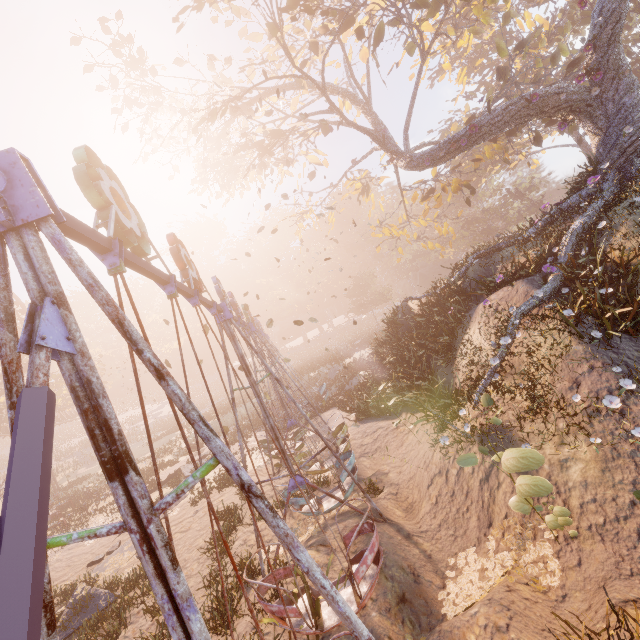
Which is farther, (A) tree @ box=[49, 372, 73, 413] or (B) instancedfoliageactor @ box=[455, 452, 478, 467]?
(A) tree @ box=[49, 372, 73, 413]

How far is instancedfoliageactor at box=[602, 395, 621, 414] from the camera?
5.98m

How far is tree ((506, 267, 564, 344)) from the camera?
9.3m

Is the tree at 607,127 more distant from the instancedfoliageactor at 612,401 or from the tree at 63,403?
the tree at 63,403

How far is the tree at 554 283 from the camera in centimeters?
927cm

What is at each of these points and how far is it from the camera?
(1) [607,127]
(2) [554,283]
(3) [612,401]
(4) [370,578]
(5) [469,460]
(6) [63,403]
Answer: (1) tree, 12.0 meters
(2) tree, 10.0 meters
(3) instancedfoliageactor, 6.1 meters
(4) swing, 5.7 meters
(5) instancedfoliageactor, 5.1 meters
(6) tree, 38.6 meters

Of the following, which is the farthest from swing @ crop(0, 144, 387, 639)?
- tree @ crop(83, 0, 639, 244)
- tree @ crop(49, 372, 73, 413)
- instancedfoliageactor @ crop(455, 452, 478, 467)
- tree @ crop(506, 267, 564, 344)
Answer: tree @ crop(49, 372, 73, 413)

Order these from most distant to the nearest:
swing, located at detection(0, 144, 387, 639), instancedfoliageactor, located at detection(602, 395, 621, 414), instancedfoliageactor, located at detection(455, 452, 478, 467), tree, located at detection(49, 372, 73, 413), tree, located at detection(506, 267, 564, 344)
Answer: tree, located at detection(49, 372, 73, 413)
tree, located at detection(506, 267, 564, 344)
instancedfoliageactor, located at detection(602, 395, 621, 414)
instancedfoliageactor, located at detection(455, 452, 478, 467)
swing, located at detection(0, 144, 387, 639)
